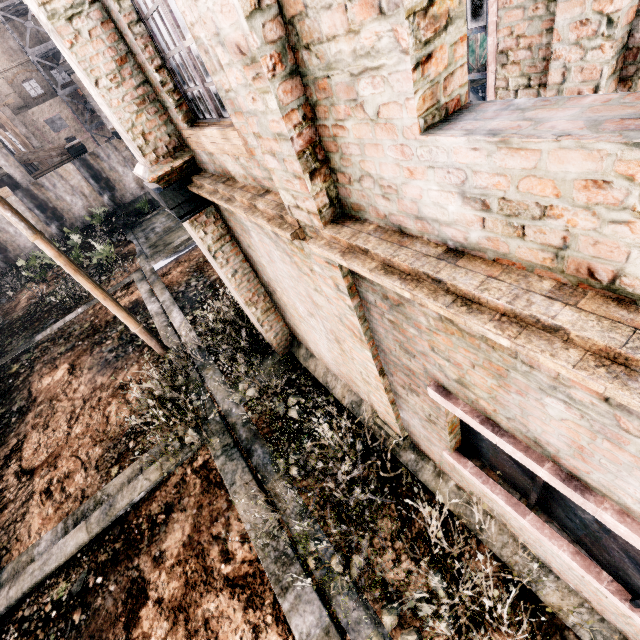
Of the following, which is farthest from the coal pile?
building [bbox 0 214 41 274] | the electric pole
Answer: building [bbox 0 214 41 274]

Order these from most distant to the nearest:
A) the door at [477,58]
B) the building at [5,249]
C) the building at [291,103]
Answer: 1. the building at [5,249]
2. the door at [477,58]
3. the building at [291,103]

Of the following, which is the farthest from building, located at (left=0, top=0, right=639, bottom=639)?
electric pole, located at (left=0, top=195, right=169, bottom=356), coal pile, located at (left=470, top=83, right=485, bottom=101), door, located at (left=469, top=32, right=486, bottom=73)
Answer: electric pole, located at (left=0, top=195, right=169, bottom=356)

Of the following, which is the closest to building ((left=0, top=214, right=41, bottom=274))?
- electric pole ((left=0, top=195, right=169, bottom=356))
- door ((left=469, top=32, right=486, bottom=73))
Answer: electric pole ((left=0, top=195, right=169, bottom=356))

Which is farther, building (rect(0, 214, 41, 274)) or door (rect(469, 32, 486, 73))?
building (rect(0, 214, 41, 274))

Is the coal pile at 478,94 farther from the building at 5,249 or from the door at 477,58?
the building at 5,249

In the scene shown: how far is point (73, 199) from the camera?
25.17m

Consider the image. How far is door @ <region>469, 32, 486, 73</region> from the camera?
19.4 meters
